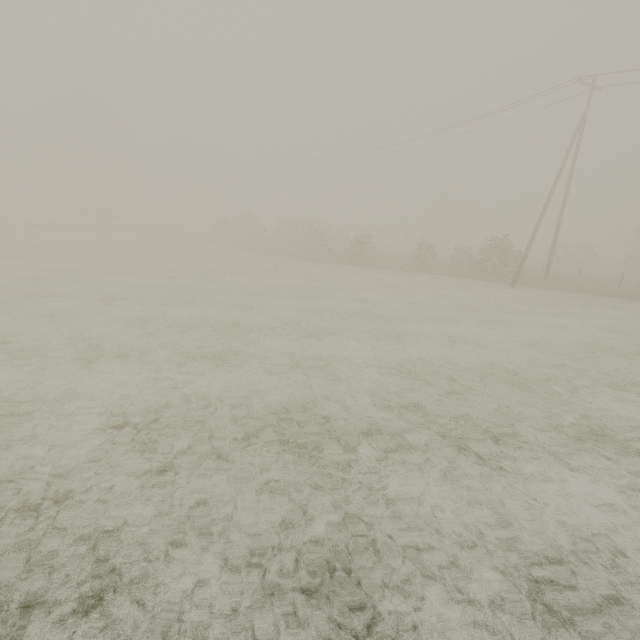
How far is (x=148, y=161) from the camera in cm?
5441
